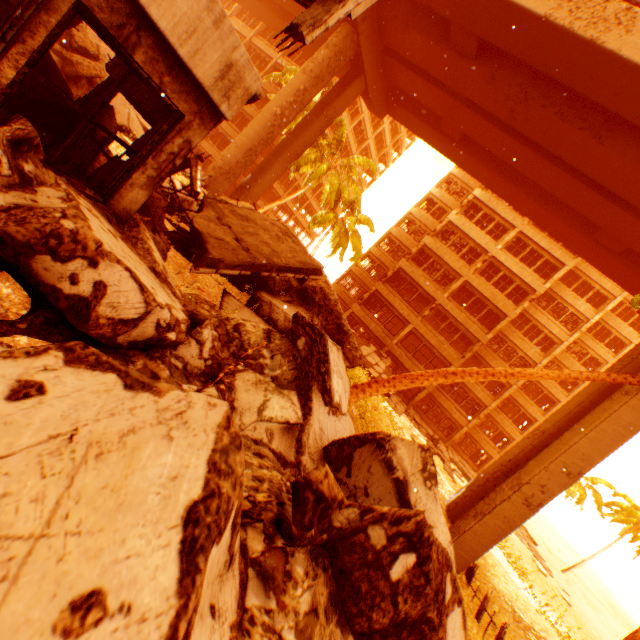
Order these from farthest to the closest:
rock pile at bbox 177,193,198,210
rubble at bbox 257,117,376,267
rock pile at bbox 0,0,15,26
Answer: rubble at bbox 257,117,376,267, rock pile at bbox 177,193,198,210, rock pile at bbox 0,0,15,26

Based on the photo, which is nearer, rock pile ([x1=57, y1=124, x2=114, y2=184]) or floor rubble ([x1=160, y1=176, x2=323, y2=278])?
rock pile ([x1=57, y1=124, x2=114, y2=184])

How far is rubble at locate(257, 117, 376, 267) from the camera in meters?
23.0 m

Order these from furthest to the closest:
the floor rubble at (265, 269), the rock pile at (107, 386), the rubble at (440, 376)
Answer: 1. the rubble at (440, 376)
2. the floor rubble at (265, 269)
3. the rock pile at (107, 386)

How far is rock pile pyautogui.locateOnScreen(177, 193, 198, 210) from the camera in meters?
9.1

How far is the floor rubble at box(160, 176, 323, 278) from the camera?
6.1 meters

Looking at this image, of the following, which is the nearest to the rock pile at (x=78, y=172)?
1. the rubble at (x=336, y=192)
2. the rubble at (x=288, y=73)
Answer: the rubble at (x=288, y=73)

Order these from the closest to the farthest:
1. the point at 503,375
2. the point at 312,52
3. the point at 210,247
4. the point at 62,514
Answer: the point at 62,514, the point at 210,247, the point at 503,375, the point at 312,52
